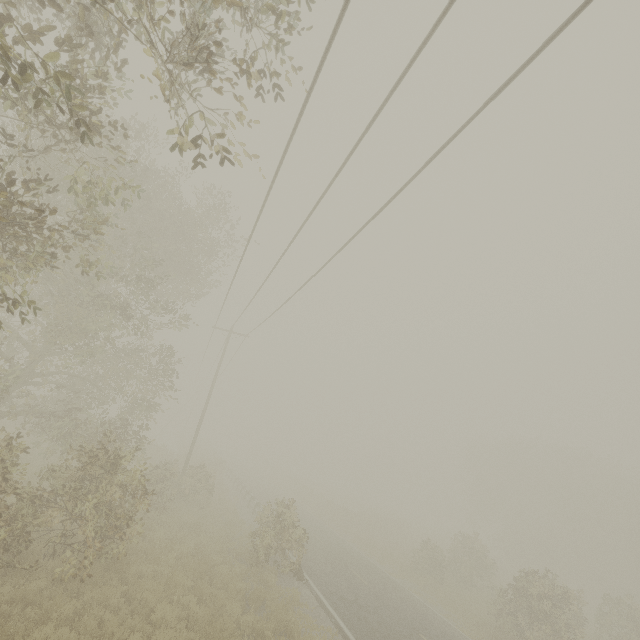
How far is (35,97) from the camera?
3.7m
